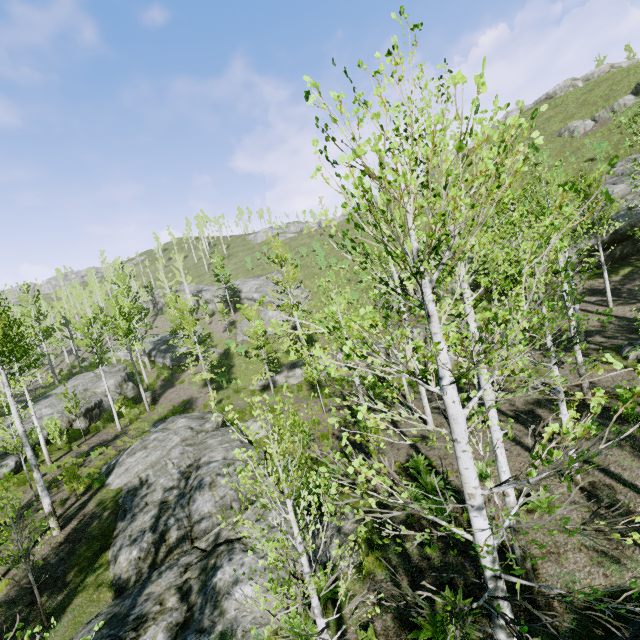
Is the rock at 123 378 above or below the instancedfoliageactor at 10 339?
below

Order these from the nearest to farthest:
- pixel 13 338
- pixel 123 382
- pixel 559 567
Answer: pixel 559 567 → pixel 13 338 → pixel 123 382

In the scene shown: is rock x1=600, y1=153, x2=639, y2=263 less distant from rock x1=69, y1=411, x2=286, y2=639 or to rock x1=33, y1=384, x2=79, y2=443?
rock x1=69, y1=411, x2=286, y2=639

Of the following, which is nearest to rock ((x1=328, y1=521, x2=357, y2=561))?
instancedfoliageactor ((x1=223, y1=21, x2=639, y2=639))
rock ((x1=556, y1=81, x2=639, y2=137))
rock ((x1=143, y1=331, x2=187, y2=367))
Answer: instancedfoliageactor ((x1=223, y1=21, x2=639, y2=639))

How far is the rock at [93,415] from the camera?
23.5 meters

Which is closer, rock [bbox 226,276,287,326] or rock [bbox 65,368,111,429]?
rock [bbox 65,368,111,429]

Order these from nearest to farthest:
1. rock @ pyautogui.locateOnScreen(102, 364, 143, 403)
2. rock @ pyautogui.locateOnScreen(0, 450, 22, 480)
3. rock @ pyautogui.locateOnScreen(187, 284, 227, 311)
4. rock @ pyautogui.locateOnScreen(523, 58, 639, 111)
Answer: rock @ pyautogui.locateOnScreen(0, 450, 22, 480) → rock @ pyautogui.locateOnScreen(102, 364, 143, 403) → rock @ pyautogui.locateOnScreen(523, 58, 639, 111) → rock @ pyautogui.locateOnScreen(187, 284, 227, 311)

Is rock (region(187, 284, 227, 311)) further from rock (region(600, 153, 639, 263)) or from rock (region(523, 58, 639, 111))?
rock (region(523, 58, 639, 111))
